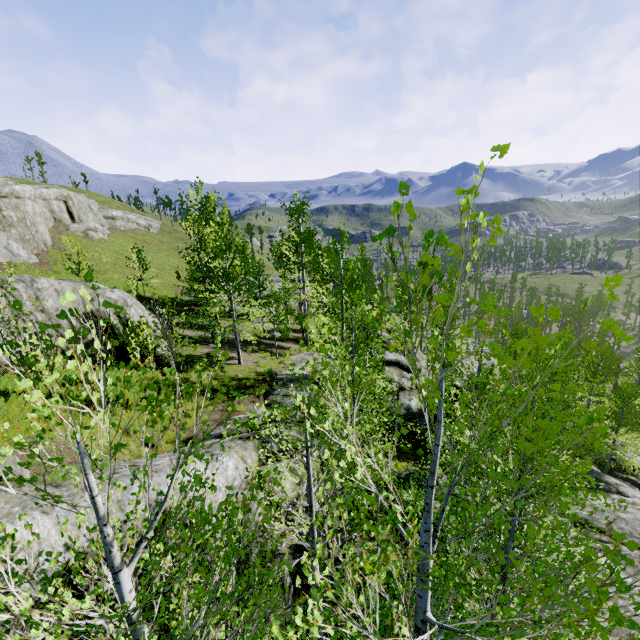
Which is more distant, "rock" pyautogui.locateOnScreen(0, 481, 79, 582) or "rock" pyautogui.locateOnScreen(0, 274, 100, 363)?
"rock" pyautogui.locateOnScreen(0, 274, 100, 363)

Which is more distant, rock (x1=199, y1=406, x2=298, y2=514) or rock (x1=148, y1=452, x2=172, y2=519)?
rock (x1=199, y1=406, x2=298, y2=514)

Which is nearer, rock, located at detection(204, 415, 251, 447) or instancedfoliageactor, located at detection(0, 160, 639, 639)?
instancedfoliageactor, located at detection(0, 160, 639, 639)

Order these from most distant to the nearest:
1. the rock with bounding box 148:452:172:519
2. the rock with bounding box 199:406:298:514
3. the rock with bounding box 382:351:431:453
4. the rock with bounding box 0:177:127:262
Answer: the rock with bounding box 0:177:127:262 < the rock with bounding box 382:351:431:453 < the rock with bounding box 199:406:298:514 < the rock with bounding box 148:452:172:519

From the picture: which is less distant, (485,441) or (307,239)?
Answer: (485,441)

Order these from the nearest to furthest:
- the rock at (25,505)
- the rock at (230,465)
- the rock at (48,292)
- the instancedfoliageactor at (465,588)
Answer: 1. the instancedfoliageactor at (465,588)
2. the rock at (25,505)
3. the rock at (230,465)
4. the rock at (48,292)

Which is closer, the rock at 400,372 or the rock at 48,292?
the rock at 48,292
